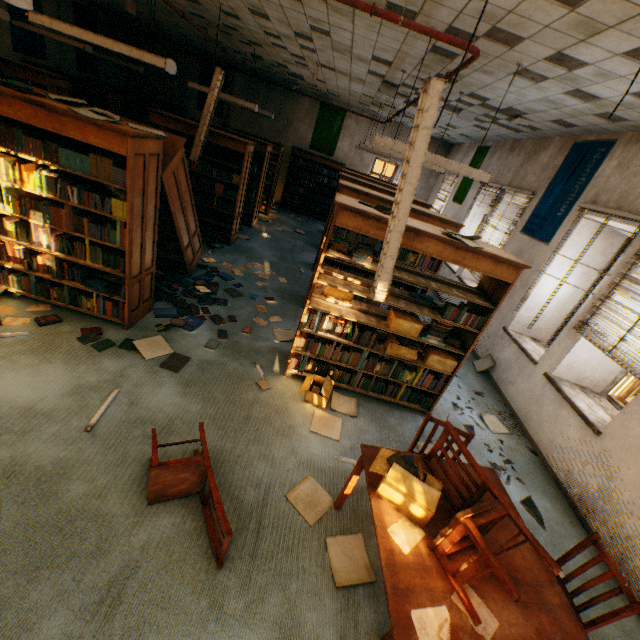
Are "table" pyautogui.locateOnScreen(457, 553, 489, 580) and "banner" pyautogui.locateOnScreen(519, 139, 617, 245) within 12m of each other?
yes

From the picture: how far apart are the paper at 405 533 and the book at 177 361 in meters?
2.7

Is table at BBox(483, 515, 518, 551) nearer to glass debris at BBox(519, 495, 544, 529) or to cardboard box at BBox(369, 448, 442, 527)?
cardboard box at BBox(369, 448, 442, 527)

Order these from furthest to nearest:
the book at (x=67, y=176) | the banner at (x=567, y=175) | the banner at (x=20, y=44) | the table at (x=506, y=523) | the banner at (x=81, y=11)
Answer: the banner at (x=81, y=11)
the banner at (x=20, y=44)
the banner at (x=567, y=175)
the book at (x=67, y=176)
the table at (x=506, y=523)

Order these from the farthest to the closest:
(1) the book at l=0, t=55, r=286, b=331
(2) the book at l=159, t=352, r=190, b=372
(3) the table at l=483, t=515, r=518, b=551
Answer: (2) the book at l=159, t=352, r=190, b=372, (1) the book at l=0, t=55, r=286, b=331, (3) the table at l=483, t=515, r=518, b=551

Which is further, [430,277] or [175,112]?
[175,112]

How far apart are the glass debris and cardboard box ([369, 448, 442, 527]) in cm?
198

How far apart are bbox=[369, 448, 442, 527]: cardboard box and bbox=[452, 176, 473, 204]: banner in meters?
8.8 m
